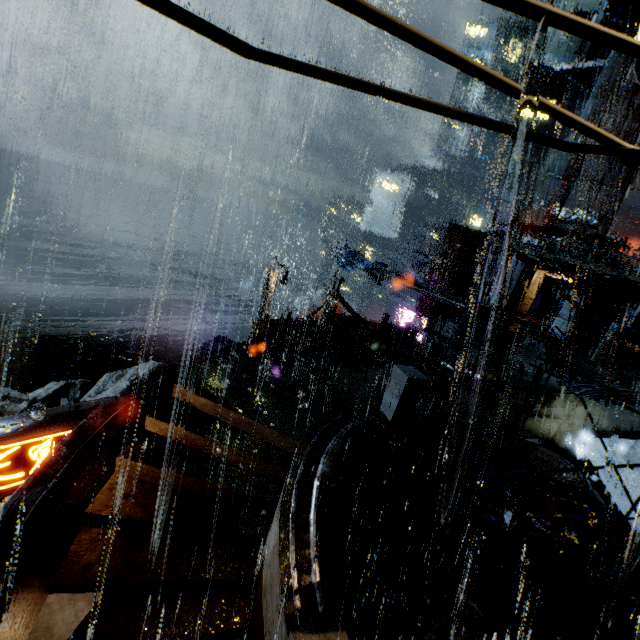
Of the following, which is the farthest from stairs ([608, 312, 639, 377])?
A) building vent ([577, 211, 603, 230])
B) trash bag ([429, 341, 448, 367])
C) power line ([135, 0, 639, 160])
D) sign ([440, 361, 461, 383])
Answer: power line ([135, 0, 639, 160])

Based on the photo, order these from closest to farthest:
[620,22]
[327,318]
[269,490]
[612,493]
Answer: [269,490] < [612,493] < [327,318] < [620,22]

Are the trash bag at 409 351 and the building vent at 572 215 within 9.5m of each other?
no

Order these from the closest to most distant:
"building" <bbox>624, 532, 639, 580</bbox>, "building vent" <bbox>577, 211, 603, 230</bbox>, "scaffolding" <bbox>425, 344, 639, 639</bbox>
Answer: "scaffolding" <bbox>425, 344, 639, 639</bbox>
"building" <bbox>624, 532, 639, 580</bbox>
"building vent" <bbox>577, 211, 603, 230</bbox>

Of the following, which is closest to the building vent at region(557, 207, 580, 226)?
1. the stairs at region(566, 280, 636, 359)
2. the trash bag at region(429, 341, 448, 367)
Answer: the stairs at region(566, 280, 636, 359)

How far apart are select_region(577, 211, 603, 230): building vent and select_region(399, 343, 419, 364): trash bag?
38.9 meters

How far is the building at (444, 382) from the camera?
14.88m

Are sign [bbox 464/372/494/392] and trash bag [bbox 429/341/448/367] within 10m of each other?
yes
